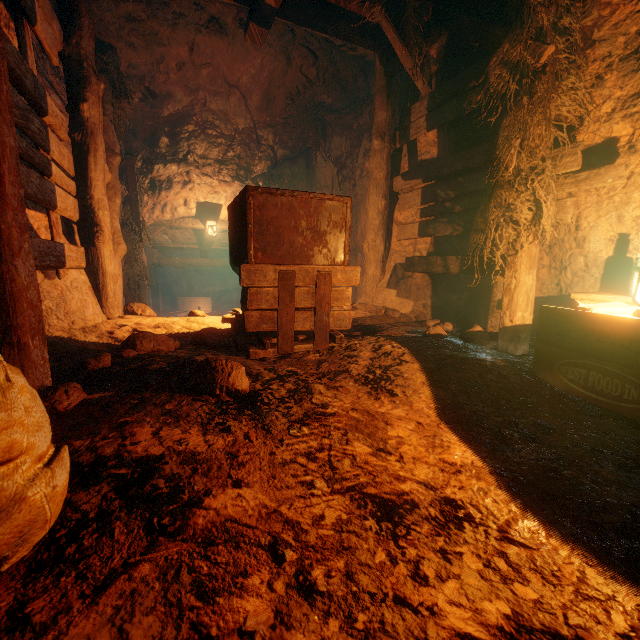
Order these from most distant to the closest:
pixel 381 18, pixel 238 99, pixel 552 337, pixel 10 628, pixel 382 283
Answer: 1. pixel 238 99
2. pixel 382 283
3. pixel 381 18
4. pixel 552 337
5. pixel 10 628

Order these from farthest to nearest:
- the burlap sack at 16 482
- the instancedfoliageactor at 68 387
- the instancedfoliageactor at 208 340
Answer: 1. the instancedfoliageactor at 208 340
2. the instancedfoliageactor at 68 387
3. the burlap sack at 16 482

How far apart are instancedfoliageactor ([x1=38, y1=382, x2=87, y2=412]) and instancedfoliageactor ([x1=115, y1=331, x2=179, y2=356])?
0.7 meters

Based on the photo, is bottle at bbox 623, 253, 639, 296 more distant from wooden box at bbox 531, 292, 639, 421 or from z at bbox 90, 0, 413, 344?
z at bbox 90, 0, 413, 344

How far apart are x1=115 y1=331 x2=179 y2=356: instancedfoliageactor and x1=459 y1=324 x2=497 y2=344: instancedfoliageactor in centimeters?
307cm

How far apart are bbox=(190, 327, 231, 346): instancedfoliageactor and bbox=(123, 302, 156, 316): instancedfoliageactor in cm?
153

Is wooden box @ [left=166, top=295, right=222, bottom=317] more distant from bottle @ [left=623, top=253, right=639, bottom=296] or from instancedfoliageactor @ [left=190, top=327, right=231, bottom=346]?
bottle @ [left=623, top=253, right=639, bottom=296]

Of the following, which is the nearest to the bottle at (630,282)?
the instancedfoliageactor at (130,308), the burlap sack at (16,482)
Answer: the instancedfoliageactor at (130,308)
